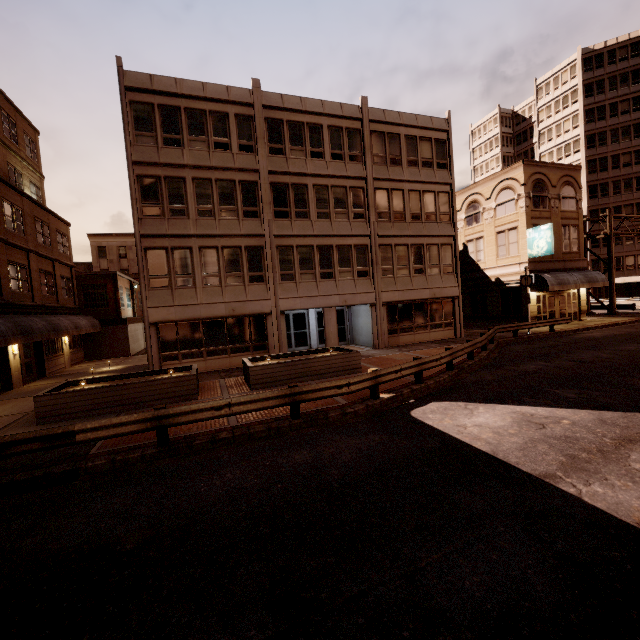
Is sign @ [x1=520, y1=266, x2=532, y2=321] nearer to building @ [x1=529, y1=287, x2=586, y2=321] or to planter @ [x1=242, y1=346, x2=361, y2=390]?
building @ [x1=529, y1=287, x2=586, y2=321]

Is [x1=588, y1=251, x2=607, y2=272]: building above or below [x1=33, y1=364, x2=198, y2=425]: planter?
above

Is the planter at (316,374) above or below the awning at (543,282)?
below

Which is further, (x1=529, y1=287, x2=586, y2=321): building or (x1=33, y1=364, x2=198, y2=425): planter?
(x1=529, y1=287, x2=586, y2=321): building

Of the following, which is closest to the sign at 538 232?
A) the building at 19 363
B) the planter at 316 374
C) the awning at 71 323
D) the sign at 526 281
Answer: the sign at 526 281

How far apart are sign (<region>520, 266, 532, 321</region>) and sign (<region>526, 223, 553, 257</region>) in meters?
3.5

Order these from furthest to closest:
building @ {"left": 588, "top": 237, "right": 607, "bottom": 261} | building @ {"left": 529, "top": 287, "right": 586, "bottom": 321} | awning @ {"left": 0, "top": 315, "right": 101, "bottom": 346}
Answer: building @ {"left": 588, "top": 237, "right": 607, "bottom": 261}
building @ {"left": 529, "top": 287, "right": 586, "bottom": 321}
awning @ {"left": 0, "top": 315, "right": 101, "bottom": 346}

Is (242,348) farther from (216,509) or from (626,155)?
(626,155)
